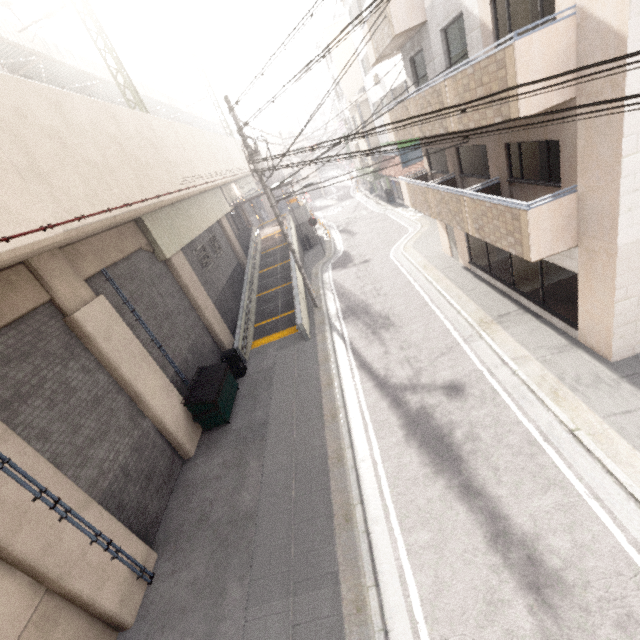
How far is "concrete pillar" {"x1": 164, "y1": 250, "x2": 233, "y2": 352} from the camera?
13.8m

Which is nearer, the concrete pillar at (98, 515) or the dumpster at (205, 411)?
the concrete pillar at (98, 515)

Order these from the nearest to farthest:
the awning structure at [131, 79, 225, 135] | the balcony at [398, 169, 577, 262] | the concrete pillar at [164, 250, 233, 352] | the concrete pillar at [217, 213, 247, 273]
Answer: the balcony at [398, 169, 577, 262] → the concrete pillar at [164, 250, 233, 352] → the concrete pillar at [217, 213, 247, 273] → the awning structure at [131, 79, 225, 135]

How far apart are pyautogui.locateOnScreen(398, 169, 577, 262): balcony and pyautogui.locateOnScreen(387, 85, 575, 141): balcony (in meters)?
1.58

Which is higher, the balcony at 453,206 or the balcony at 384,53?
the balcony at 384,53

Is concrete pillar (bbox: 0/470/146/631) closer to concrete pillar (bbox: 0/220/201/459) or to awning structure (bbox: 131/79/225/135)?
concrete pillar (bbox: 0/220/201/459)

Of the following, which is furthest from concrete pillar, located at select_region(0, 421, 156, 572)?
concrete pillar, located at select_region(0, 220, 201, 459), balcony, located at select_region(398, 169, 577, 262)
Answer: balcony, located at select_region(398, 169, 577, 262)

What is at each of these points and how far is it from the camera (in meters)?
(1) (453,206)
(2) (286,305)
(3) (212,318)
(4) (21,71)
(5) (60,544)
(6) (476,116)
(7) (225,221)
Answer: (1) balcony, 10.51
(2) ramp, 17.28
(3) concrete pillar, 15.30
(4) awning structure, 14.09
(5) concrete pillar, 5.86
(6) balcony, 7.42
(7) concrete pillar, 23.02
